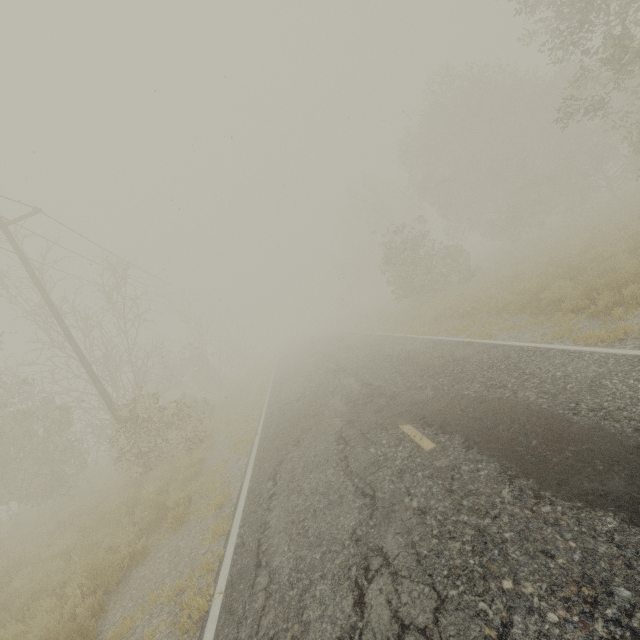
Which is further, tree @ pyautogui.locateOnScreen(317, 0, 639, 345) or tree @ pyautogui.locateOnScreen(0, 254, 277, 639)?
tree @ pyautogui.locateOnScreen(317, 0, 639, 345)

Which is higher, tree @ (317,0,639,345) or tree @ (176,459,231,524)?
tree @ (317,0,639,345)

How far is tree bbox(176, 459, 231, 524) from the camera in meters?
7.2 m

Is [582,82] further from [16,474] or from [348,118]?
[16,474]

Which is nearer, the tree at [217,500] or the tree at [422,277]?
the tree at [217,500]

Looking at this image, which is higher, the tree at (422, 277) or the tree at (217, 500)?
the tree at (422, 277)
